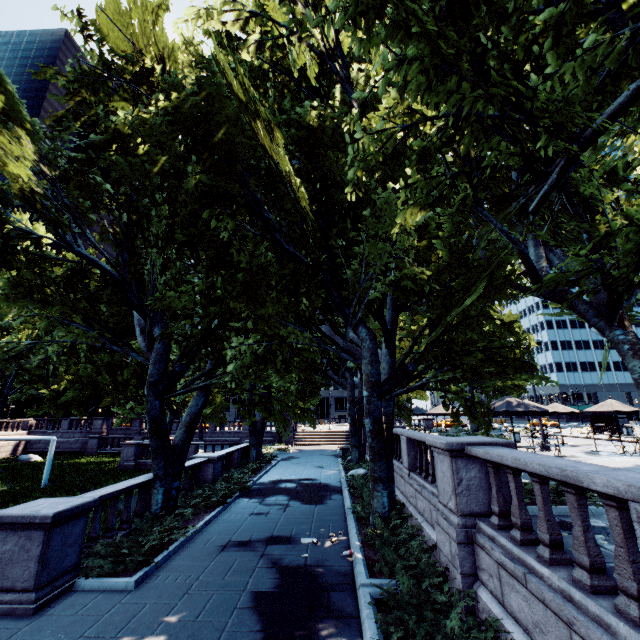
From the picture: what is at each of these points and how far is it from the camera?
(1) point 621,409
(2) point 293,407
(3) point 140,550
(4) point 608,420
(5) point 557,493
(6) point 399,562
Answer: (1) umbrella, 18.1 meters
(2) tree, 24.1 meters
(3) bush, 8.3 meters
(4) bus stop, 32.0 meters
(5) bush, 8.4 meters
(6) bush, 6.8 meters

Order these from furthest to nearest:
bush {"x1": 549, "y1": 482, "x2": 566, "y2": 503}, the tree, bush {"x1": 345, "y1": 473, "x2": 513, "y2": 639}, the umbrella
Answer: the umbrella, bush {"x1": 549, "y1": 482, "x2": 566, "y2": 503}, the tree, bush {"x1": 345, "y1": 473, "x2": 513, "y2": 639}

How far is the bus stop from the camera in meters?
31.4

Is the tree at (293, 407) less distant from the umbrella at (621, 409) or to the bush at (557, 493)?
the bush at (557, 493)

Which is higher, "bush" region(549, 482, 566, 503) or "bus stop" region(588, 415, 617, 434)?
"bus stop" region(588, 415, 617, 434)

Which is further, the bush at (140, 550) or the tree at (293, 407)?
the bush at (140, 550)

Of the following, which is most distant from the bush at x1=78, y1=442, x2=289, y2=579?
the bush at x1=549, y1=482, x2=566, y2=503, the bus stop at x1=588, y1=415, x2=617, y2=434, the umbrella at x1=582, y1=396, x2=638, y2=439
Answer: the bus stop at x1=588, y1=415, x2=617, y2=434

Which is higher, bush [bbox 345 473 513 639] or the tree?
the tree
